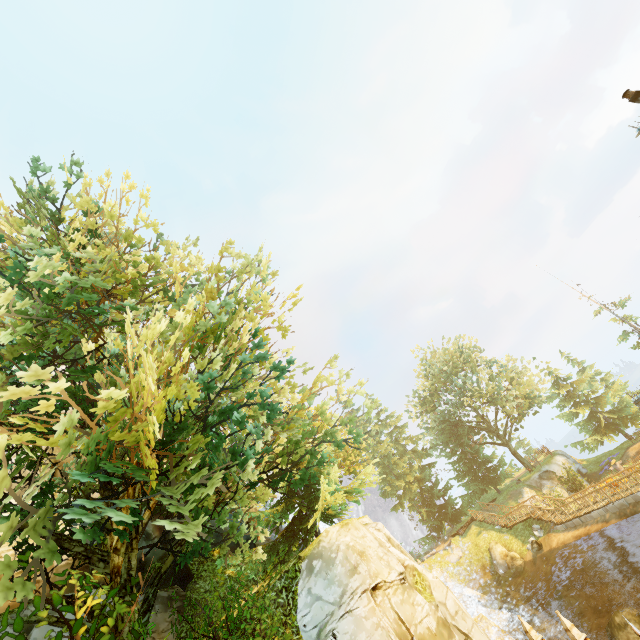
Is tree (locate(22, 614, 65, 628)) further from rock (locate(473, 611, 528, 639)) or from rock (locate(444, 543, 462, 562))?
rock (locate(444, 543, 462, 562))

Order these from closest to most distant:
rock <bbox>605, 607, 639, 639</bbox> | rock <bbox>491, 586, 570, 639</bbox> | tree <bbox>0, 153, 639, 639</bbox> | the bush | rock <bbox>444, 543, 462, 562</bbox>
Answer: tree <bbox>0, 153, 639, 639</bbox>, the bush, rock <bbox>605, 607, 639, 639</bbox>, rock <bbox>491, 586, 570, 639</bbox>, rock <bbox>444, 543, 462, 562</bbox>

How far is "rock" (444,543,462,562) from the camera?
31.3 meters

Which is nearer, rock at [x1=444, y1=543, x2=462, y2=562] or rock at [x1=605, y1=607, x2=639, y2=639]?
rock at [x1=605, y1=607, x2=639, y2=639]

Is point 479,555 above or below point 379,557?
below

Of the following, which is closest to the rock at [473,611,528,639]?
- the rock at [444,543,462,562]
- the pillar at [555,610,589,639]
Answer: the rock at [444,543,462,562]

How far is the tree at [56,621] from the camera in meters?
7.2 m

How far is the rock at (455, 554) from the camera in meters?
31.3 m
